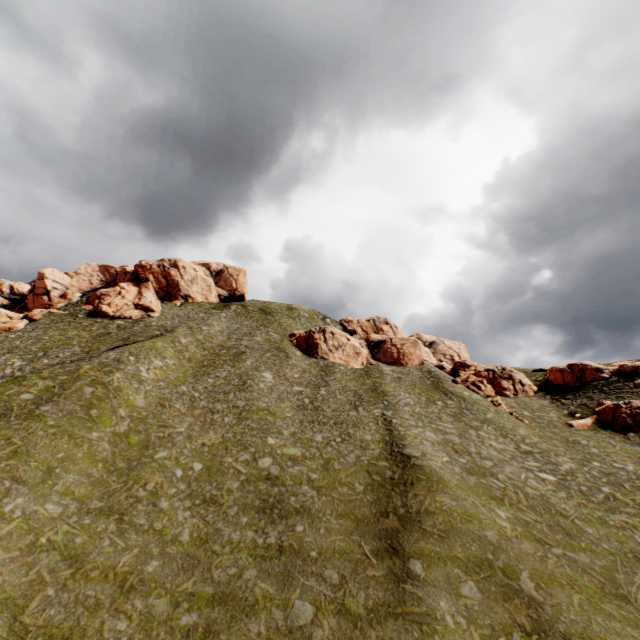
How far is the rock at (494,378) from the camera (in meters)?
45.46

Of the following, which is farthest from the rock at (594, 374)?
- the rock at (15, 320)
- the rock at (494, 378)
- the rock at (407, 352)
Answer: the rock at (15, 320)

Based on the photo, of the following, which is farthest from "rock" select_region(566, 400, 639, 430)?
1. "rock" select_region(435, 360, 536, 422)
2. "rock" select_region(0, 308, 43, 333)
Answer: "rock" select_region(0, 308, 43, 333)

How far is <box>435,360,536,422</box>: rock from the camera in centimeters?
4546cm

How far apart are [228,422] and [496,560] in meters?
25.3

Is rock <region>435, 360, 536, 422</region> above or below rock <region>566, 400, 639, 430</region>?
above

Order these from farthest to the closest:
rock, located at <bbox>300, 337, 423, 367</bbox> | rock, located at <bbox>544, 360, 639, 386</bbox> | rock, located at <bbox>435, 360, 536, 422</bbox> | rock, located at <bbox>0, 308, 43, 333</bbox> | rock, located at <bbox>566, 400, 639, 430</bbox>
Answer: rock, located at <bbox>300, 337, 423, 367</bbox>
rock, located at <bbox>0, 308, 43, 333</bbox>
rock, located at <bbox>544, 360, 639, 386</bbox>
rock, located at <bbox>435, 360, 536, 422</bbox>
rock, located at <bbox>566, 400, 639, 430</bbox>

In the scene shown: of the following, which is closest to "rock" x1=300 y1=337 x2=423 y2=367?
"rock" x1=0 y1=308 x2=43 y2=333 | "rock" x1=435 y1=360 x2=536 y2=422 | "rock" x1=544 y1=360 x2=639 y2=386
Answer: "rock" x1=435 y1=360 x2=536 y2=422
